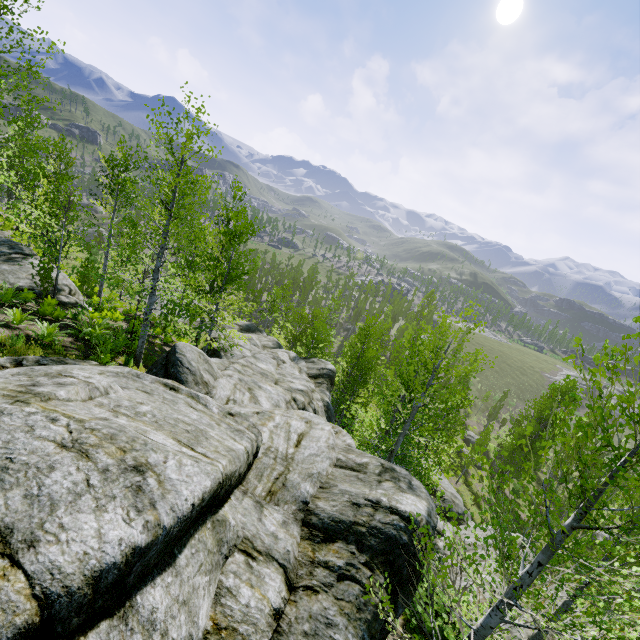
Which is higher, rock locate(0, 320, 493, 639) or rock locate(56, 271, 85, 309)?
rock locate(0, 320, 493, 639)

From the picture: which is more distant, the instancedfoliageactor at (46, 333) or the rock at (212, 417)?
the instancedfoliageactor at (46, 333)

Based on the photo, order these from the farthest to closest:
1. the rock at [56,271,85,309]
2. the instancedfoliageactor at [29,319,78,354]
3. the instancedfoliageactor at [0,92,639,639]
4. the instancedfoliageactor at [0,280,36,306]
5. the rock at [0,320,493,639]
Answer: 1. the rock at [56,271,85,309]
2. the instancedfoliageactor at [0,280,36,306]
3. the instancedfoliageactor at [29,319,78,354]
4. the instancedfoliageactor at [0,92,639,639]
5. the rock at [0,320,493,639]

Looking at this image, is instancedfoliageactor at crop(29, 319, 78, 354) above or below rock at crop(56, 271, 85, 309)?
above

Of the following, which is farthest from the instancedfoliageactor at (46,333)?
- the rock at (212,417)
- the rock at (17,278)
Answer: the rock at (17,278)

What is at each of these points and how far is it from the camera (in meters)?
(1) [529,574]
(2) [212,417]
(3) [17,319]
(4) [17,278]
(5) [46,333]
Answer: (1) instancedfoliageactor, 3.54
(2) rock, 6.08
(3) instancedfoliageactor, 9.05
(4) rock, 13.56
(5) instancedfoliageactor, 9.02

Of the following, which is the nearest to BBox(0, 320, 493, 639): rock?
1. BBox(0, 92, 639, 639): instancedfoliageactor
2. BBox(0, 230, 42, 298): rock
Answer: BBox(0, 92, 639, 639): instancedfoliageactor
